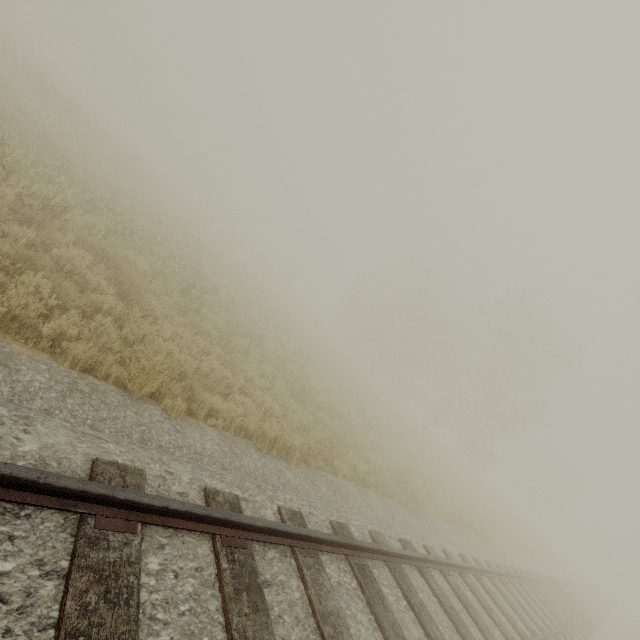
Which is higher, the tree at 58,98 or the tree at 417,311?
the tree at 417,311

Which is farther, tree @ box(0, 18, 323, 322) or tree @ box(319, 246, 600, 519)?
tree @ box(319, 246, 600, 519)

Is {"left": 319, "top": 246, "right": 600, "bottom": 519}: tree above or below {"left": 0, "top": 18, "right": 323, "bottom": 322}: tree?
above

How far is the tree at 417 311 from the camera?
28.2m

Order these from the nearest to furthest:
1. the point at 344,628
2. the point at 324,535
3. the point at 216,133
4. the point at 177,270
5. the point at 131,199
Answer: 1. the point at 344,628
2. the point at 324,535
3. the point at 177,270
4. the point at 131,199
5. the point at 216,133

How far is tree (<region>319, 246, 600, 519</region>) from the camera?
28.2 meters
